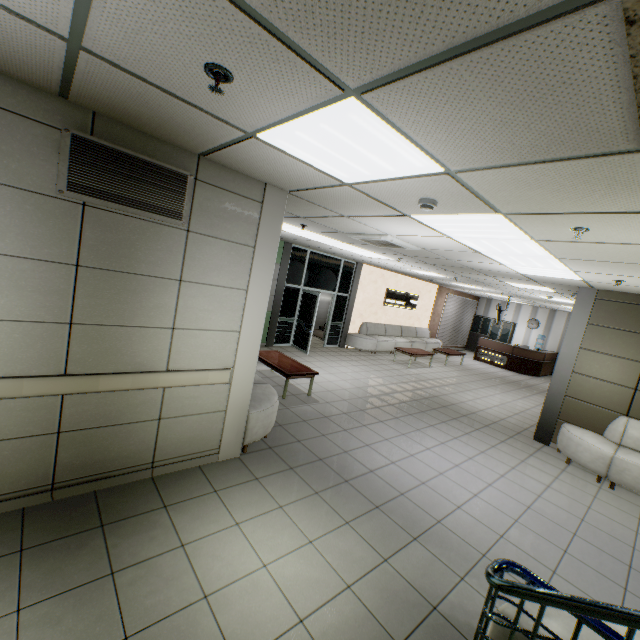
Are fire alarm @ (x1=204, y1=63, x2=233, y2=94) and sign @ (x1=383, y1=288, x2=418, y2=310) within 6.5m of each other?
no

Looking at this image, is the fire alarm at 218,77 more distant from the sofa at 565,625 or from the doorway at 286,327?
the doorway at 286,327

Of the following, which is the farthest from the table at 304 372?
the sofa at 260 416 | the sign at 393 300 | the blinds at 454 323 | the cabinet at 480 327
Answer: the cabinet at 480 327

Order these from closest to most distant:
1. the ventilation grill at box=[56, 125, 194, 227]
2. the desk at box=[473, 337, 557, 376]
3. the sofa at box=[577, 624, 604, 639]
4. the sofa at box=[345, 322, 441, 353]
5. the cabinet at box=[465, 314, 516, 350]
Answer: the sofa at box=[577, 624, 604, 639]
the ventilation grill at box=[56, 125, 194, 227]
the sofa at box=[345, 322, 441, 353]
the desk at box=[473, 337, 557, 376]
the cabinet at box=[465, 314, 516, 350]

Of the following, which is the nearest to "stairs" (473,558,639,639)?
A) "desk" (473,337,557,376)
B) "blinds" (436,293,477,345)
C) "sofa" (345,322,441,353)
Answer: "sofa" (345,322,441,353)

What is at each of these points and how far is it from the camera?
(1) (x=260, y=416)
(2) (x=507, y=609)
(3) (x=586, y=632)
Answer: (1) sofa, 4.18m
(2) sofa, 2.03m
(3) sofa, 1.93m

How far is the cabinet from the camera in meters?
17.7 m

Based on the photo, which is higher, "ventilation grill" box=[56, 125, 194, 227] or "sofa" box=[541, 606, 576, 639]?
"ventilation grill" box=[56, 125, 194, 227]
